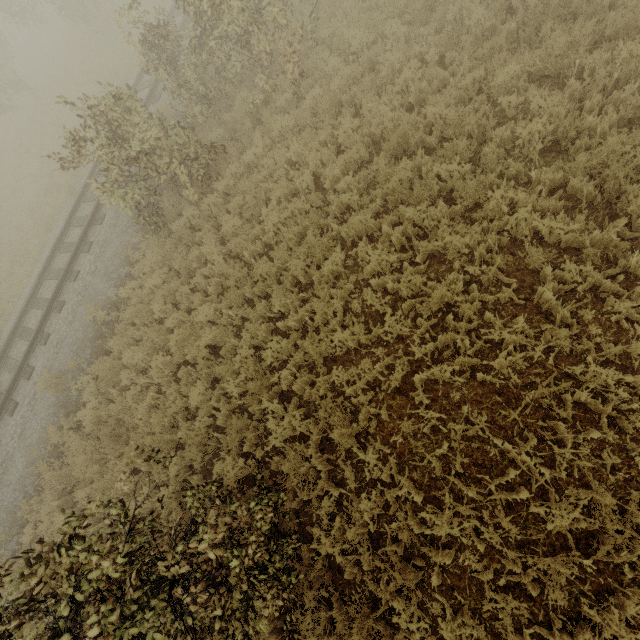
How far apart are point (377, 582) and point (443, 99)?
8.6 meters
